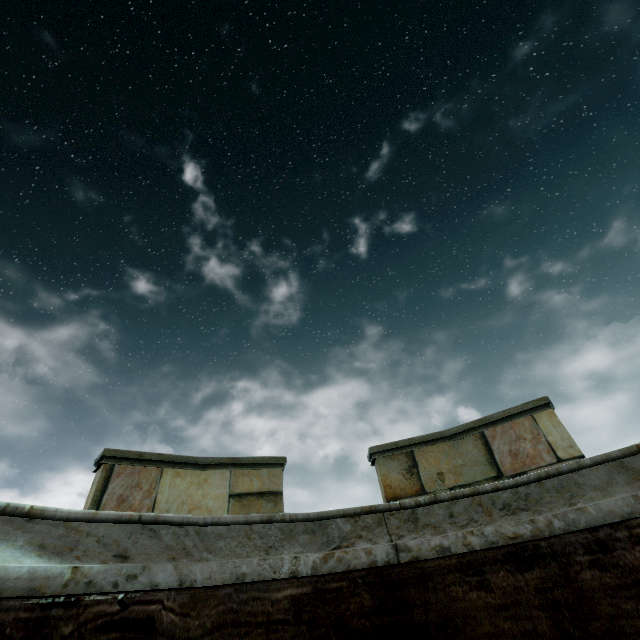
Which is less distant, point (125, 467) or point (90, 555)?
point (90, 555)
